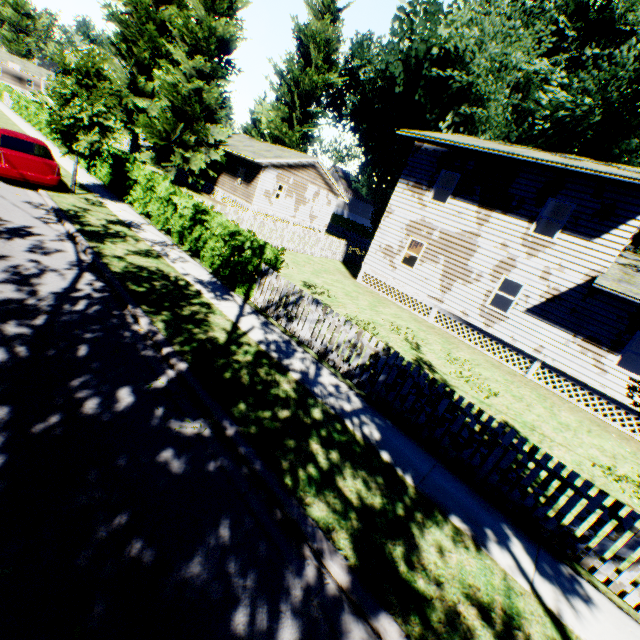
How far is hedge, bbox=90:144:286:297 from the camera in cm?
966

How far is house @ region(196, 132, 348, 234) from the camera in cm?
2681

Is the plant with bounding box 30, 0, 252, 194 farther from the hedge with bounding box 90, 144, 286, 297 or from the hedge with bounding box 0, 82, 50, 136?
the hedge with bounding box 0, 82, 50, 136

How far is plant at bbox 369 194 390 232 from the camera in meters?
44.4

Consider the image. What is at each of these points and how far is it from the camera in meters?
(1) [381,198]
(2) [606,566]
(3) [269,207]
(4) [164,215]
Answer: (1) plant, 44.5 m
(2) fence, 4.8 m
(3) house, 28.4 m
(4) hedge, 12.6 m

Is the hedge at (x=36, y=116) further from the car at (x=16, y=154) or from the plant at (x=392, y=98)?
the car at (x=16, y=154)

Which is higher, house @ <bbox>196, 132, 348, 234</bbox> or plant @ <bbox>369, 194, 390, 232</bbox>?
plant @ <bbox>369, 194, 390, 232</bbox>

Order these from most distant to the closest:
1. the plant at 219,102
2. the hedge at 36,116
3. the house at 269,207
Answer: the house at 269,207, the hedge at 36,116, the plant at 219,102
